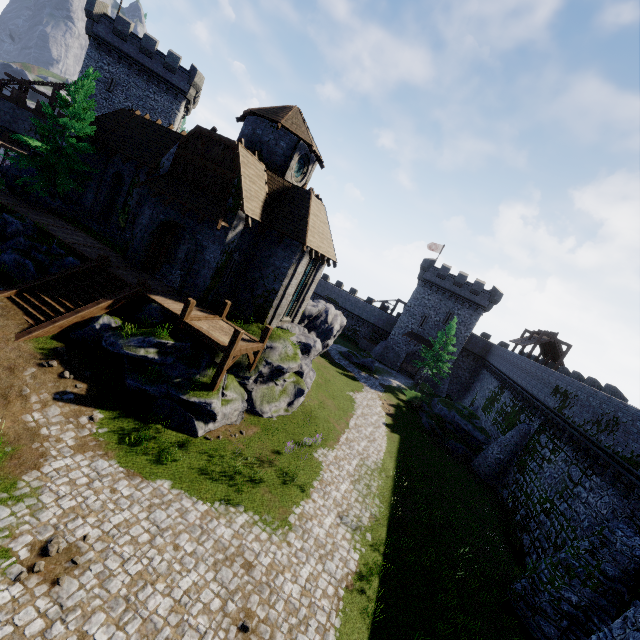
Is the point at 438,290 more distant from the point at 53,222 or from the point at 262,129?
the point at 53,222

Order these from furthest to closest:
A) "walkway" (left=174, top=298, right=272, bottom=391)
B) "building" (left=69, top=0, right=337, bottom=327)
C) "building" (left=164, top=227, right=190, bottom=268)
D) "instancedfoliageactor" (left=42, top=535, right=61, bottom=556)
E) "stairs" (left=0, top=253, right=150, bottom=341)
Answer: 1. "building" (left=164, top=227, right=190, bottom=268)
2. "building" (left=69, top=0, right=337, bottom=327)
3. "walkway" (left=174, top=298, right=272, bottom=391)
4. "stairs" (left=0, top=253, right=150, bottom=341)
5. "instancedfoliageactor" (left=42, top=535, right=61, bottom=556)

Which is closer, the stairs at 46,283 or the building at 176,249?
the stairs at 46,283

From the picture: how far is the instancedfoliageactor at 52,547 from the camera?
7.9 meters

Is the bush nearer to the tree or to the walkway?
the walkway

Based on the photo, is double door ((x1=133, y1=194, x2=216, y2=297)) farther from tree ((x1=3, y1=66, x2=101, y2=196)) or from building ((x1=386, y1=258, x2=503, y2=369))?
building ((x1=386, y1=258, x2=503, y2=369))

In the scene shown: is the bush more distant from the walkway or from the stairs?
the stairs

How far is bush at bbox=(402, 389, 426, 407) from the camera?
35.4 meters
